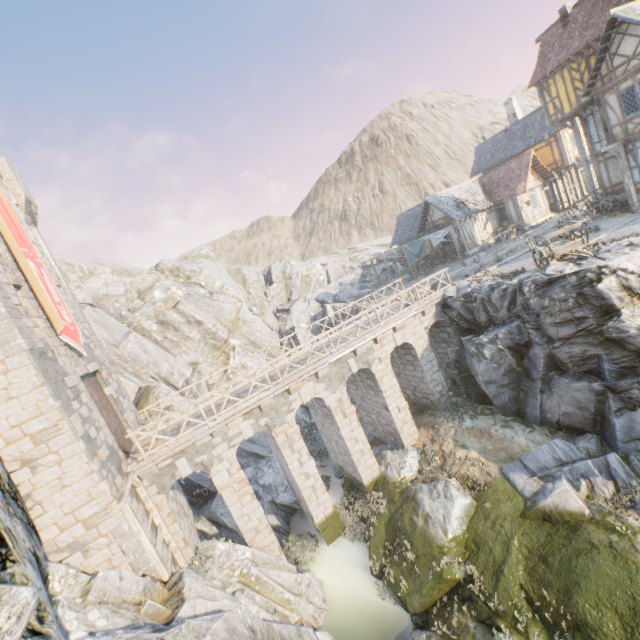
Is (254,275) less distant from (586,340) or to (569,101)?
(569,101)

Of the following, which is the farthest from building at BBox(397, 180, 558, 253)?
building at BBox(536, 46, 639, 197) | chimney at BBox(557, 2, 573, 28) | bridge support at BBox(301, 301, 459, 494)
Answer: bridge support at BBox(301, 301, 459, 494)

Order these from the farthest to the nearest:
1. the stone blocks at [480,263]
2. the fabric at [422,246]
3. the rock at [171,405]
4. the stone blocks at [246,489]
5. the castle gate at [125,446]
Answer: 1. the fabric at [422,246]
2. the rock at [171,405]
3. the stone blocks at [480,263]
4. the stone blocks at [246,489]
5. the castle gate at [125,446]

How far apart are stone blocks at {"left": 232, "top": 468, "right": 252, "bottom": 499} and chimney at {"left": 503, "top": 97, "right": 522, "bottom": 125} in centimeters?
4023cm

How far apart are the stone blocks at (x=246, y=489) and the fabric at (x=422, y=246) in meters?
22.8 m

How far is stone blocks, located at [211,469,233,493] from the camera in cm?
1353

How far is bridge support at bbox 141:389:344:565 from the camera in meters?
12.9

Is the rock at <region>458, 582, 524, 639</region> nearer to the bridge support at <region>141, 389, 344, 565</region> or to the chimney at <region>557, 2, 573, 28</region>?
the bridge support at <region>141, 389, 344, 565</region>
